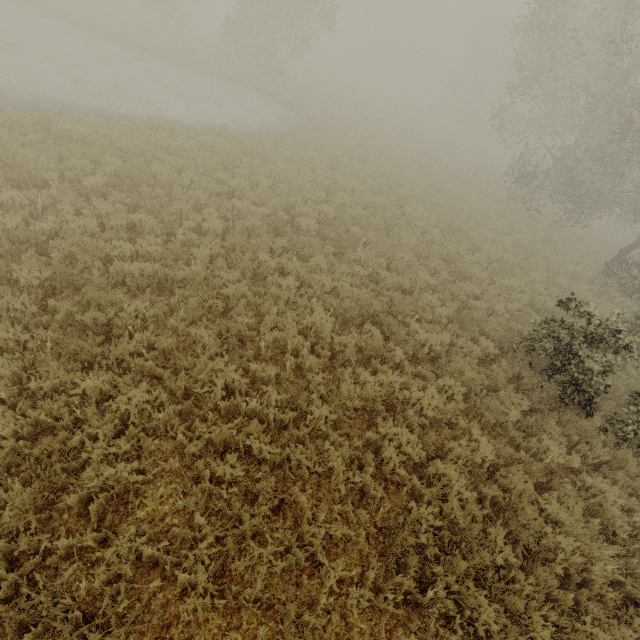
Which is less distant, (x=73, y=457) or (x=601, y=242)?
(x=73, y=457)
